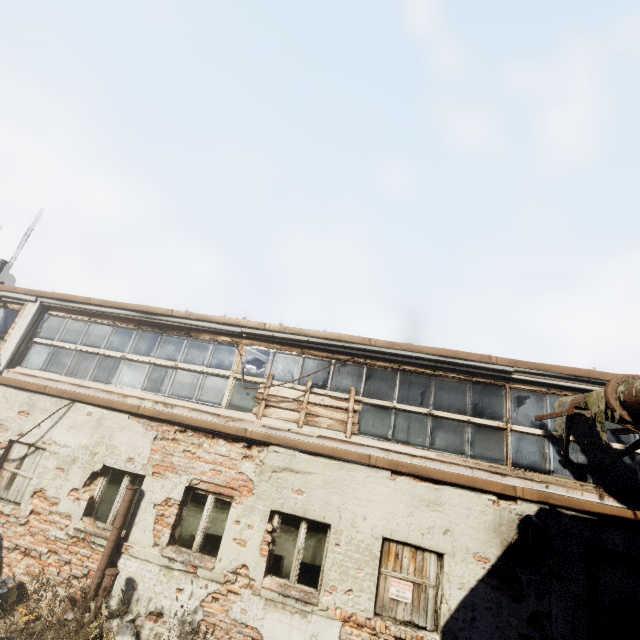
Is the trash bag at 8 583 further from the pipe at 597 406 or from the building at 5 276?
the building at 5 276

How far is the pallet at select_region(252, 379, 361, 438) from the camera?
6.9 meters

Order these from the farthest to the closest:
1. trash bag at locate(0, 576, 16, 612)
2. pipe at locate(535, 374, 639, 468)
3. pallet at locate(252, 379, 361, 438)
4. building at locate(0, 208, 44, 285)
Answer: building at locate(0, 208, 44, 285)
pallet at locate(252, 379, 361, 438)
trash bag at locate(0, 576, 16, 612)
pipe at locate(535, 374, 639, 468)

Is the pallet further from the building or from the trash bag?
the building

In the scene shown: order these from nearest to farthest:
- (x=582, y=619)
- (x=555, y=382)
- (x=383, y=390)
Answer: (x=582, y=619) → (x=555, y=382) → (x=383, y=390)

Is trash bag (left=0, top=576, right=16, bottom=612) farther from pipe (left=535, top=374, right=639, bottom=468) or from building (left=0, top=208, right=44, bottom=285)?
building (left=0, top=208, right=44, bottom=285)

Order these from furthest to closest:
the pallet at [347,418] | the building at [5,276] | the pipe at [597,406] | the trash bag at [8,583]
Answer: the building at [5,276], the pallet at [347,418], the trash bag at [8,583], the pipe at [597,406]

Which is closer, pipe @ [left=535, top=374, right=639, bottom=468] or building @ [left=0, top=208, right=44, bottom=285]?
pipe @ [left=535, top=374, right=639, bottom=468]
